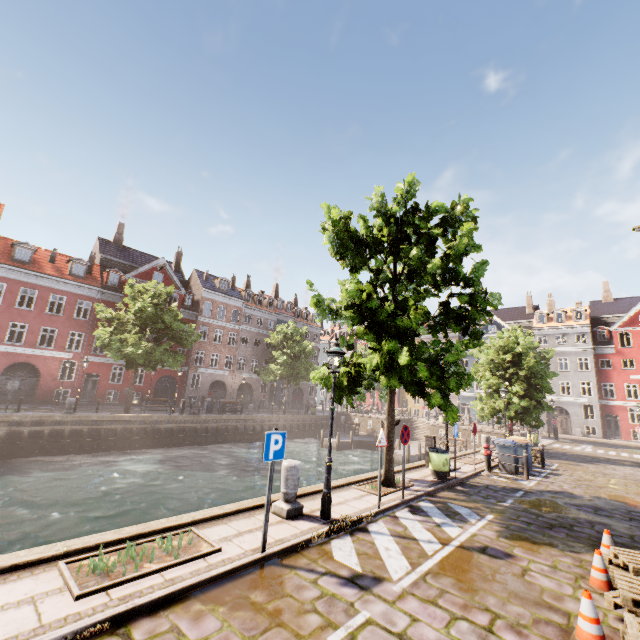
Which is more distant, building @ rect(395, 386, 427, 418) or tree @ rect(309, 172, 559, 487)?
building @ rect(395, 386, 427, 418)

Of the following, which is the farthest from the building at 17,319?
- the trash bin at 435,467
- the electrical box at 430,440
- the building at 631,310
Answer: the trash bin at 435,467

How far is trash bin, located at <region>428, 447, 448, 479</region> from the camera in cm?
1134

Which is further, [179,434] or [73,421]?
[179,434]

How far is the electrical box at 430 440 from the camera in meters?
13.2 m

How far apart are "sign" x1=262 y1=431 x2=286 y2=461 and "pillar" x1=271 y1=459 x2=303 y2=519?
1.5 meters

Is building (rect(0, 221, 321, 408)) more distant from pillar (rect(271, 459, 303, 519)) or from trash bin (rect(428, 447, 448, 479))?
trash bin (rect(428, 447, 448, 479))

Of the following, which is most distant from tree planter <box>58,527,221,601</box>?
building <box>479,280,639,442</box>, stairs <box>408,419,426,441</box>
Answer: building <box>479,280,639,442</box>
